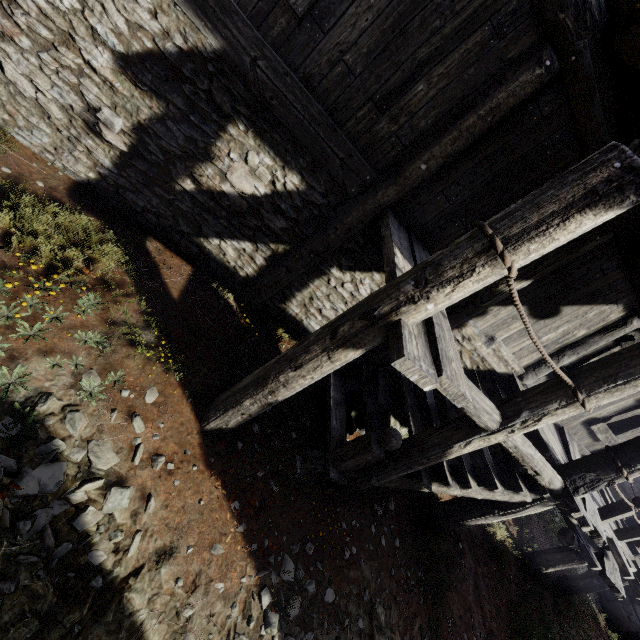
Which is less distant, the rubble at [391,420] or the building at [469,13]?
the building at [469,13]

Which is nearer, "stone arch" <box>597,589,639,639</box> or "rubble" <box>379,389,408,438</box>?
"rubble" <box>379,389,408,438</box>

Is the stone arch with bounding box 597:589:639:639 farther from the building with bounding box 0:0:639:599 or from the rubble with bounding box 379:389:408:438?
the rubble with bounding box 379:389:408:438

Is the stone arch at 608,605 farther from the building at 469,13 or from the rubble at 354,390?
the rubble at 354,390

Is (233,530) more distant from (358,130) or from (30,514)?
(358,130)

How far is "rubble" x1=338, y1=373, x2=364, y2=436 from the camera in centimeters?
560cm
